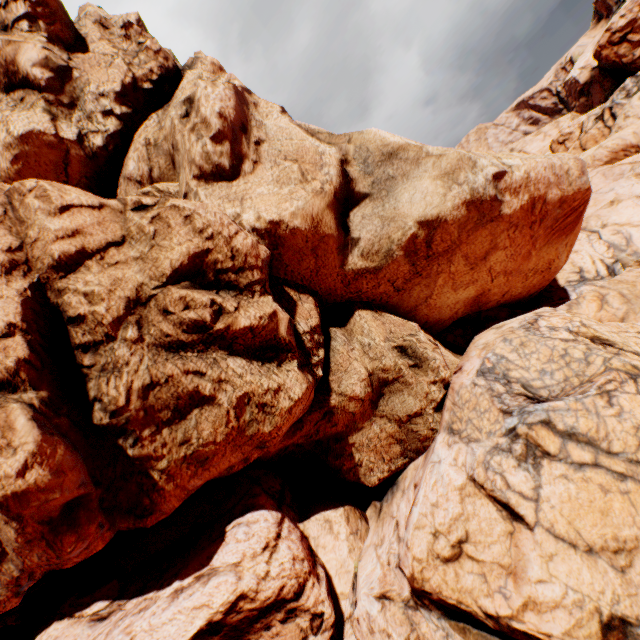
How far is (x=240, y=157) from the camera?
8.30m
